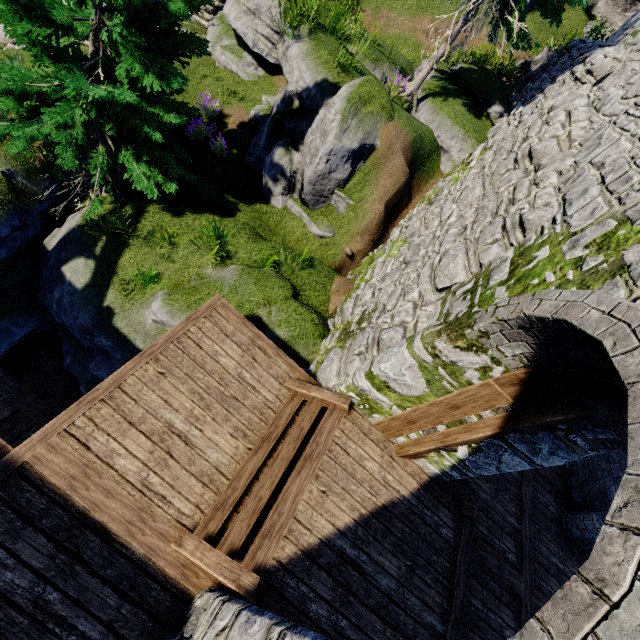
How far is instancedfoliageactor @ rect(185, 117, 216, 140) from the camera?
8.7m

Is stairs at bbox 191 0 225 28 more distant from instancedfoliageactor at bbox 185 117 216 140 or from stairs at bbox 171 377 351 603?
stairs at bbox 171 377 351 603

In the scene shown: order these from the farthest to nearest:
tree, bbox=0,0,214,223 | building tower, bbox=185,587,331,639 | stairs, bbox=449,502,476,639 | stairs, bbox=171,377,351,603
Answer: tree, bbox=0,0,214,223, stairs, bbox=449,502,476,639, stairs, bbox=171,377,351,603, building tower, bbox=185,587,331,639

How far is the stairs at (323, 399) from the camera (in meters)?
3.39

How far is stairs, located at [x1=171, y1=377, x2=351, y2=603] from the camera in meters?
3.4 m

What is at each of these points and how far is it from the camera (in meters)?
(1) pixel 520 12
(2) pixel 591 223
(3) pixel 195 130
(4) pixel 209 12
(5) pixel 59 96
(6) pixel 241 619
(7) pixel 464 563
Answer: (1) tree, 8.57
(2) building tower, 3.29
(3) instancedfoliageactor, 8.79
(4) stairs, 12.50
(5) tree, 6.09
(6) building tower, 2.62
(7) stairs, 4.85

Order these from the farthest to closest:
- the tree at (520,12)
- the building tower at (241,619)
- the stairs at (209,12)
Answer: the stairs at (209,12) < the tree at (520,12) < the building tower at (241,619)

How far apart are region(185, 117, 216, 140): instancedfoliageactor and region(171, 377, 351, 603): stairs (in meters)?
7.51
